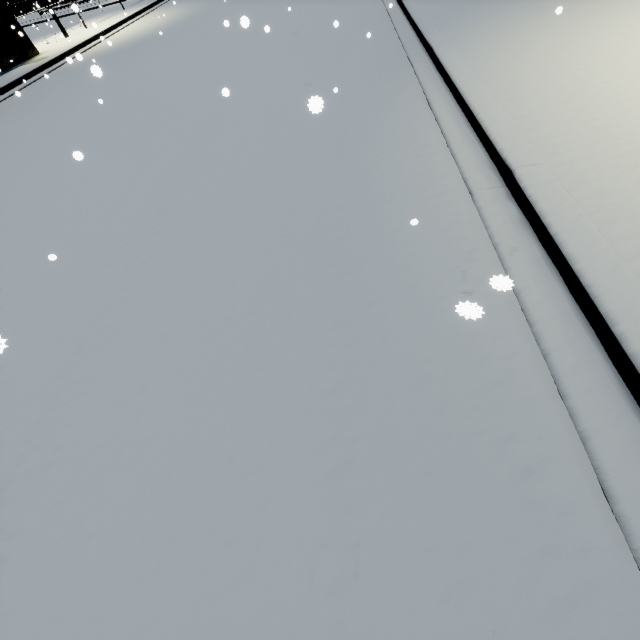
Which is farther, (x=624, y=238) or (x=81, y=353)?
(x=81, y=353)
